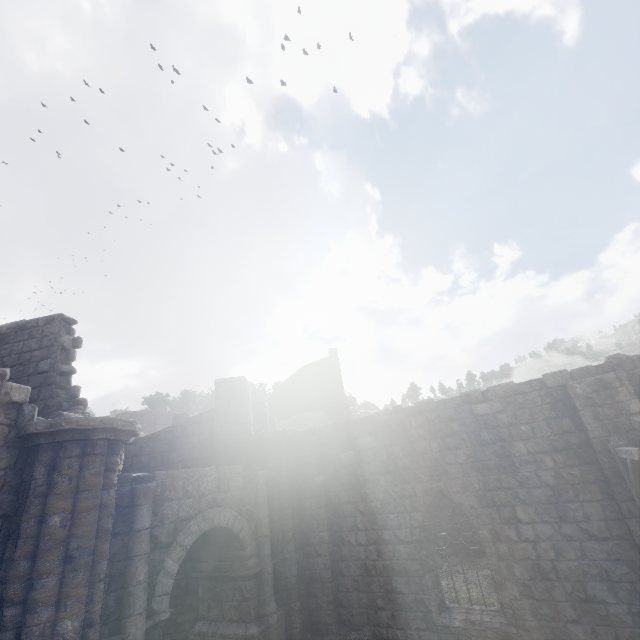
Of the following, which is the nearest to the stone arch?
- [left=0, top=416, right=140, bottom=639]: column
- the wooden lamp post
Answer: [left=0, top=416, right=140, bottom=639]: column

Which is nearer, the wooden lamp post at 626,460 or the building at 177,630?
the wooden lamp post at 626,460

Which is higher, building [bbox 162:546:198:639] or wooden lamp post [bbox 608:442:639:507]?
wooden lamp post [bbox 608:442:639:507]

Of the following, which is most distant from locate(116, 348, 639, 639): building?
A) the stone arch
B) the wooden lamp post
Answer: the wooden lamp post

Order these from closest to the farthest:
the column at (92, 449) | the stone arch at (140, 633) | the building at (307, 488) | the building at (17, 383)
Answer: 1. the column at (92, 449)
2. the building at (17, 383)
3. the stone arch at (140, 633)
4. the building at (307, 488)

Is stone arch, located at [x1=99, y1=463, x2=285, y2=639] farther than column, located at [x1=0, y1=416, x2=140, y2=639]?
Yes

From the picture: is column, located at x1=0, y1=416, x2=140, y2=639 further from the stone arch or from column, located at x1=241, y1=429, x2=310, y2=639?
column, located at x1=241, y1=429, x2=310, y2=639

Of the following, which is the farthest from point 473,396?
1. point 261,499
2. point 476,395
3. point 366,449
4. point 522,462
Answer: point 261,499
